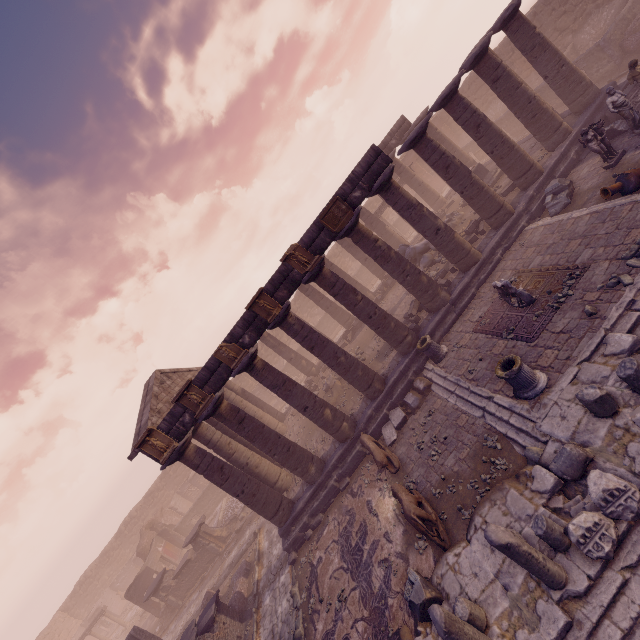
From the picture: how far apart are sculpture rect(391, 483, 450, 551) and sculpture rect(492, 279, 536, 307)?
6.62m

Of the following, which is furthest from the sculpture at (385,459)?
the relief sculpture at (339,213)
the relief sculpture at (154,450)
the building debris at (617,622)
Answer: the relief sculpture at (339,213)

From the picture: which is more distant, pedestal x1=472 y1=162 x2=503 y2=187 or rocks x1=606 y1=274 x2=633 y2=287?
pedestal x1=472 y1=162 x2=503 y2=187

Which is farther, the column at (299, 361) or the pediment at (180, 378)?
the column at (299, 361)

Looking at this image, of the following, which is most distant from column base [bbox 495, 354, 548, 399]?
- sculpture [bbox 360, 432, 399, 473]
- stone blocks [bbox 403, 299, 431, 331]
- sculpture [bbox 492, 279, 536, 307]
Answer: stone blocks [bbox 403, 299, 431, 331]

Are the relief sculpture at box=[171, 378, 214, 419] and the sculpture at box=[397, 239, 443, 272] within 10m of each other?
no

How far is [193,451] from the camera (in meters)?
12.65

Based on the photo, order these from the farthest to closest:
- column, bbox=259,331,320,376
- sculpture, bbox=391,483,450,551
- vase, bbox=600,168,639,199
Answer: column, bbox=259,331,320,376 → vase, bbox=600,168,639,199 → sculpture, bbox=391,483,450,551
